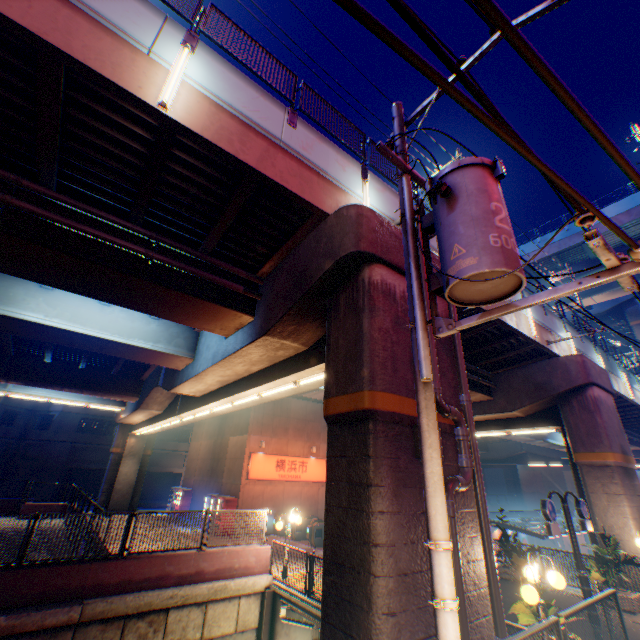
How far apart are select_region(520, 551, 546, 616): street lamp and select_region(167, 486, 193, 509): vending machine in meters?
25.9

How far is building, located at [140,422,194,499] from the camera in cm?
3955

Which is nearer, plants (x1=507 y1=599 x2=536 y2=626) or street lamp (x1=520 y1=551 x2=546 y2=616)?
street lamp (x1=520 y1=551 x2=546 y2=616)

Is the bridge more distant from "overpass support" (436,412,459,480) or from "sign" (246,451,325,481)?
"sign" (246,451,325,481)

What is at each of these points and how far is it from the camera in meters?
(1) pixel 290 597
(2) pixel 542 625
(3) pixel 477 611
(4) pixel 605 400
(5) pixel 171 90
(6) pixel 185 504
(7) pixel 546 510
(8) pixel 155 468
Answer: (1) bridge, 10.8
(2) metal fence, 3.6
(3) overpass support, 5.5
(4) overpass support, 14.9
(5) street lamp, 5.7
(6) vending machine, 25.6
(7) sign, 8.8
(8) building, 38.8

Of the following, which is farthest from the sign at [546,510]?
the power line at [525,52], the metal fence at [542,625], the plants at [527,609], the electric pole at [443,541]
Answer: the power line at [525,52]

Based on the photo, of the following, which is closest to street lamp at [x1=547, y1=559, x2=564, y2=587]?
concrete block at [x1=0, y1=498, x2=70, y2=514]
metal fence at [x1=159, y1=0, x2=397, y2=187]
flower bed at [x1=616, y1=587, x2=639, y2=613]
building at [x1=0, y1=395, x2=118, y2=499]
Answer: flower bed at [x1=616, y1=587, x2=639, y2=613]

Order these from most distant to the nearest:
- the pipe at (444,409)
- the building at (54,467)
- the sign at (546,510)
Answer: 1. the building at (54,467)
2. the sign at (546,510)
3. the pipe at (444,409)
